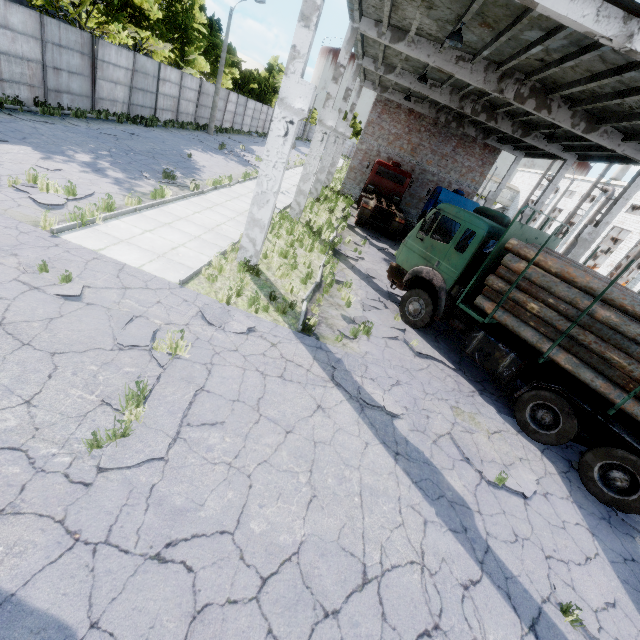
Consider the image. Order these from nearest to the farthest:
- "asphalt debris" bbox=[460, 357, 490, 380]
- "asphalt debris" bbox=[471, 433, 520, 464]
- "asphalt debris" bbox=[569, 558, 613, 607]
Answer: "asphalt debris" bbox=[569, 558, 613, 607]
"asphalt debris" bbox=[471, 433, 520, 464]
"asphalt debris" bbox=[460, 357, 490, 380]

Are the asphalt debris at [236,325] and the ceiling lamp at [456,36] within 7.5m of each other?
no

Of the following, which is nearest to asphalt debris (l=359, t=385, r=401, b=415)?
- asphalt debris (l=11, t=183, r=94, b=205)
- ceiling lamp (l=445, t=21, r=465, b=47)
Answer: asphalt debris (l=11, t=183, r=94, b=205)

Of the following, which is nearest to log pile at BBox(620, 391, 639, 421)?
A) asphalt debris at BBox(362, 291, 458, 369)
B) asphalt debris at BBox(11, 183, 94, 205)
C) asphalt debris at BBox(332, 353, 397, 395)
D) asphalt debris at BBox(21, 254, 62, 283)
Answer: asphalt debris at BBox(362, 291, 458, 369)

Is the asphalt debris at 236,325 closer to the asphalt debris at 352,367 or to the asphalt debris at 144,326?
the asphalt debris at 144,326

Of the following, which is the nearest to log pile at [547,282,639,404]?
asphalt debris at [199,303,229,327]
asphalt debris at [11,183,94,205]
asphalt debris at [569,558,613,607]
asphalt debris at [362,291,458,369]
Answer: asphalt debris at [362,291,458,369]

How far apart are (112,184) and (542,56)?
14.8m

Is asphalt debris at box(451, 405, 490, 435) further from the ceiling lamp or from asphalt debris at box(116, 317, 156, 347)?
the ceiling lamp
